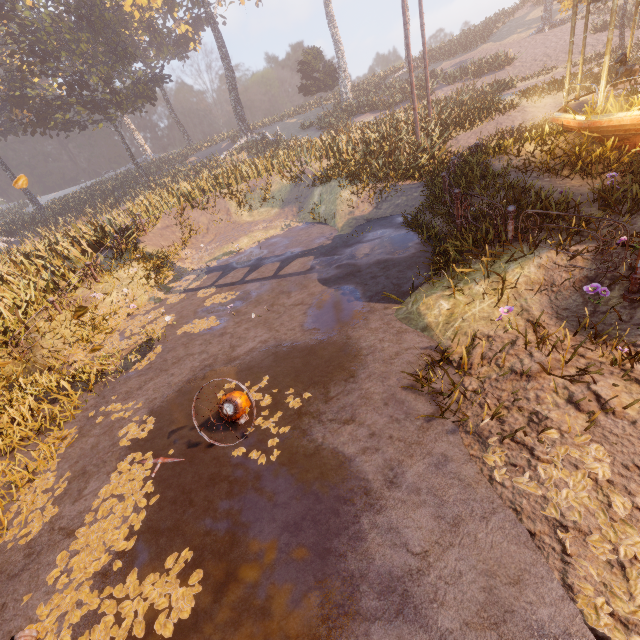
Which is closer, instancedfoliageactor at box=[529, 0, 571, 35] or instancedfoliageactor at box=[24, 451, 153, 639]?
instancedfoliageactor at box=[24, 451, 153, 639]

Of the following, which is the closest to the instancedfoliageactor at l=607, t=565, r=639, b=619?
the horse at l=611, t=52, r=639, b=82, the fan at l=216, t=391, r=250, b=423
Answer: the fan at l=216, t=391, r=250, b=423

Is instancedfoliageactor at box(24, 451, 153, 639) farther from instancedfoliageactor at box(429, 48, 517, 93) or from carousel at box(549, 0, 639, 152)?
carousel at box(549, 0, 639, 152)

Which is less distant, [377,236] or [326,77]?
[377,236]

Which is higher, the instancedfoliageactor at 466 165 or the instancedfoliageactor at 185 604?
the instancedfoliageactor at 466 165

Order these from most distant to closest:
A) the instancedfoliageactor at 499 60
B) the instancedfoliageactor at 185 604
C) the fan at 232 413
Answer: the instancedfoliageactor at 499 60 → the fan at 232 413 → the instancedfoliageactor at 185 604

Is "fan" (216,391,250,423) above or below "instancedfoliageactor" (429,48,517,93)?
below

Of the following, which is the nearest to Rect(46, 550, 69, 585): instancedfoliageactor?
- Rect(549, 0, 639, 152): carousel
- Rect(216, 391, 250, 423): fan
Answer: Rect(216, 391, 250, 423): fan
